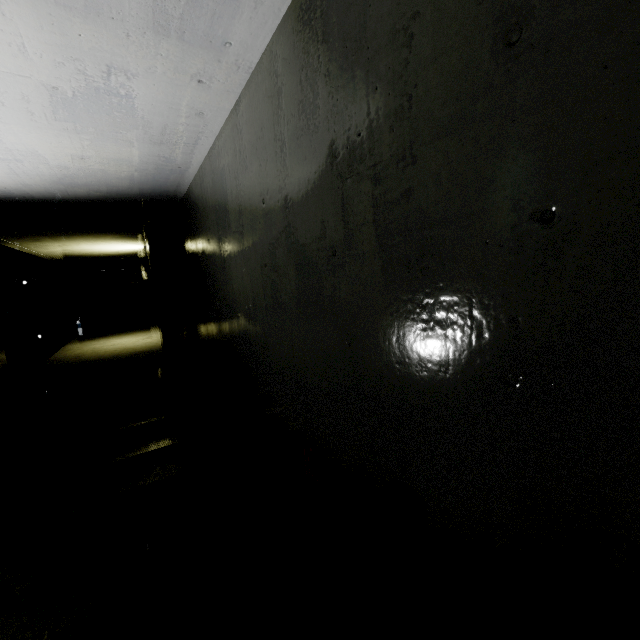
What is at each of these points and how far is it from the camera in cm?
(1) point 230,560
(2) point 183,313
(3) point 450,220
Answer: (1) shelf, 160
(2) electrical box, 629
(3) building, 110

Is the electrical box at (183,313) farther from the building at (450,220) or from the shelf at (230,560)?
the shelf at (230,560)

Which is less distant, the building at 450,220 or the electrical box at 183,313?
the building at 450,220

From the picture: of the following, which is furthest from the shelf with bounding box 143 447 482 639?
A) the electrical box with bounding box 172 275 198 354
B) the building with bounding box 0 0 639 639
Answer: the electrical box with bounding box 172 275 198 354

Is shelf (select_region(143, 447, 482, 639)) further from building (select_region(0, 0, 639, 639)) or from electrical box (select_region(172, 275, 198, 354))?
electrical box (select_region(172, 275, 198, 354))

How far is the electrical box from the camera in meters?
6.2

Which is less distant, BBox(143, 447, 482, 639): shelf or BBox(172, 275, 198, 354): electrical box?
BBox(143, 447, 482, 639): shelf
